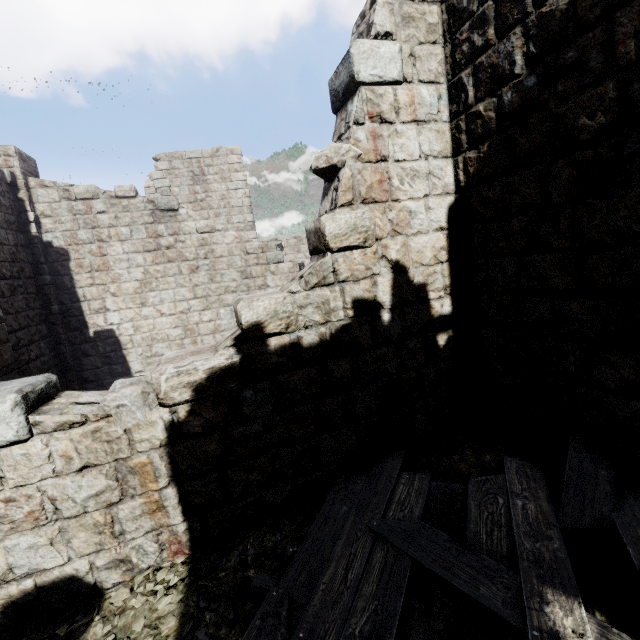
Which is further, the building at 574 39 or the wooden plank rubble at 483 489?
the building at 574 39

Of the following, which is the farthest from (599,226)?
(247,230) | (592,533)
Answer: (247,230)

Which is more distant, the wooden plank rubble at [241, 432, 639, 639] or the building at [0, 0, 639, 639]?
A: the building at [0, 0, 639, 639]
